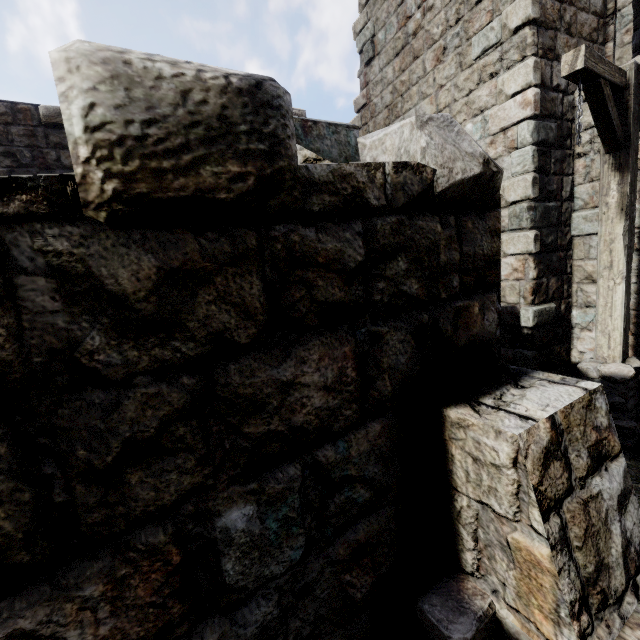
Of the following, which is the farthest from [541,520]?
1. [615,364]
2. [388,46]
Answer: [388,46]

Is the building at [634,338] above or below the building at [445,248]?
below

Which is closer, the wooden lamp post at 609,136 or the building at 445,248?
the building at 445,248

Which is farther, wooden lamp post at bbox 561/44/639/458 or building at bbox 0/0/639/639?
wooden lamp post at bbox 561/44/639/458

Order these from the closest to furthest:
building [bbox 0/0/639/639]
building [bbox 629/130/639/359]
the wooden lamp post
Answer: building [bbox 0/0/639/639], the wooden lamp post, building [bbox 629/130/639/359]

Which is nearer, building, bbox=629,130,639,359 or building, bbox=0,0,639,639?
building, bbox=0,0,639,639

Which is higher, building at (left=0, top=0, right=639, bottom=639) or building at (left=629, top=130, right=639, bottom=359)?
building at (left=0, top=0, right=639, bottom=639)
